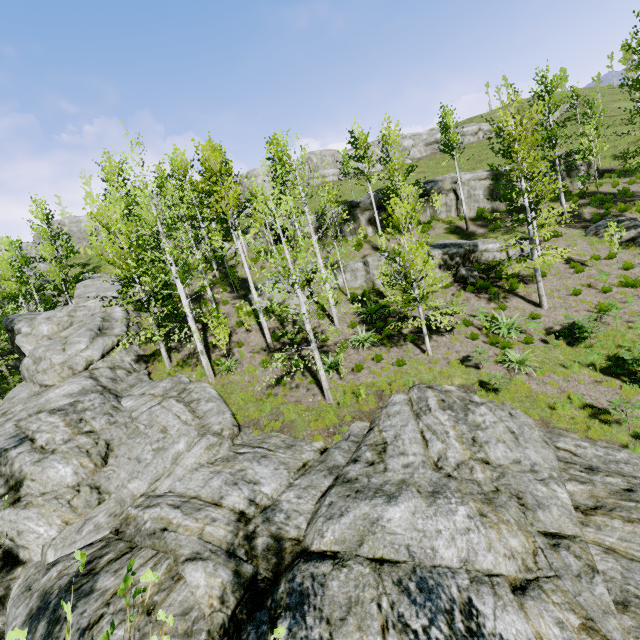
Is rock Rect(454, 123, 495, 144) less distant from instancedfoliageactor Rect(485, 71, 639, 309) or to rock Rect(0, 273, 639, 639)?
rock Rect(0, 273, 639, 639)

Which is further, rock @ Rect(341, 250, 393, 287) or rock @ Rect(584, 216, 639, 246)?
rock @ Rect(341, 250, 393, 287)

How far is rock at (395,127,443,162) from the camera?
56.19m

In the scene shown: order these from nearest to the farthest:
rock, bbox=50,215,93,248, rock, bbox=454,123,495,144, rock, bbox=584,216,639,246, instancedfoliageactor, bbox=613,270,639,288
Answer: instancedfoliageactor, bbox=613,270,639,288, rock, bbox=584,216,639,246, rock, bbox=50,215,93,248, rock, bbox=454,123,495,144

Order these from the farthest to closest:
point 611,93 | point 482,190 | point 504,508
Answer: point 611,93 < point 482,190 < point 504,508

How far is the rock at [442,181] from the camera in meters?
26.3

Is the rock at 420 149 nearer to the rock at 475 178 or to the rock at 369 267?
the rock at 475 178

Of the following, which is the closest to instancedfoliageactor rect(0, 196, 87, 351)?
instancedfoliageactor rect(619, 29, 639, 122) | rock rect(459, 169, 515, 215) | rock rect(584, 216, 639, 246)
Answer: instancedfoliageactor rect(619, 29, 639, 122)
